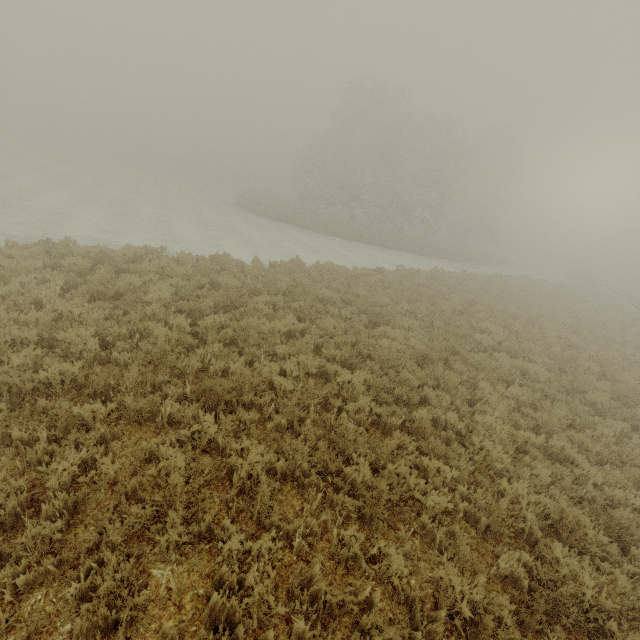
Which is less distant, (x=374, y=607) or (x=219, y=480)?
(x=374, y=607)
